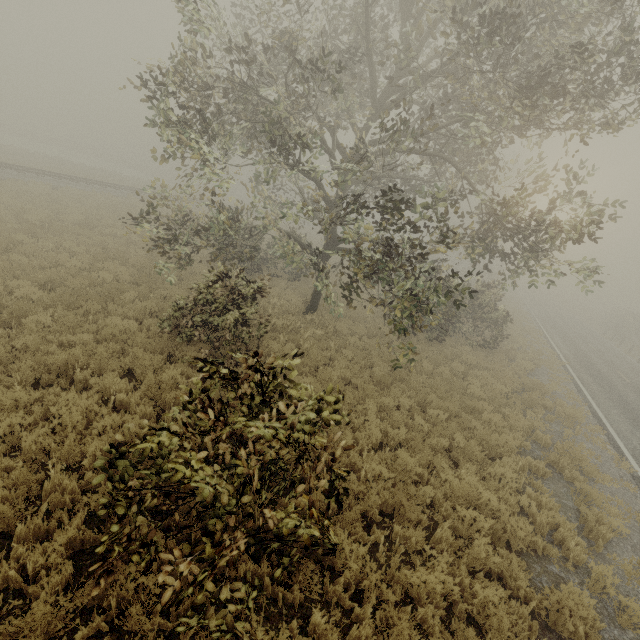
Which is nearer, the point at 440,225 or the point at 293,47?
the point at 440,225

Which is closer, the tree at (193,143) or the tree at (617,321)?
the tree at (193,143)

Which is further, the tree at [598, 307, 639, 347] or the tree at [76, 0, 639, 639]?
the tree at [598, 307, 639, 347]
